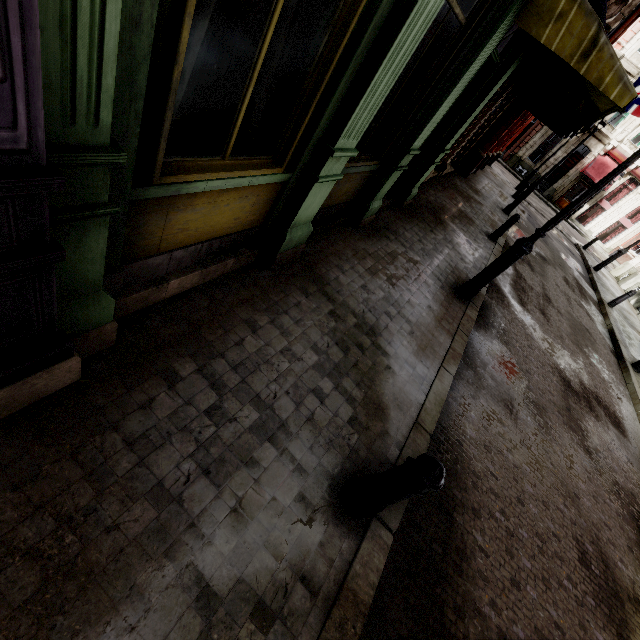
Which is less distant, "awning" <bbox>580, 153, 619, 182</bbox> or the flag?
the flag

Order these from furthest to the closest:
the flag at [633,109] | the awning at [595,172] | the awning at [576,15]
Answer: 1. the awning at [595,172]
2. the flag at [633,109]
3. the awning at [576,15]

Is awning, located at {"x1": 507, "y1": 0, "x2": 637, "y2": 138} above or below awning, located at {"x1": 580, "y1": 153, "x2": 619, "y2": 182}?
below

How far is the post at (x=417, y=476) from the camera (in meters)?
2.18

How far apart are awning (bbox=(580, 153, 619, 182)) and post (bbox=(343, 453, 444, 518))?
36.2 meters

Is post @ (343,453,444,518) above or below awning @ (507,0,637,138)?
below

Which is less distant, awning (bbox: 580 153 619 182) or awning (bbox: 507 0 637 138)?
awning (bbox: 507 0 637 138)

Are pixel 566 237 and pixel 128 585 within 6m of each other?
no
